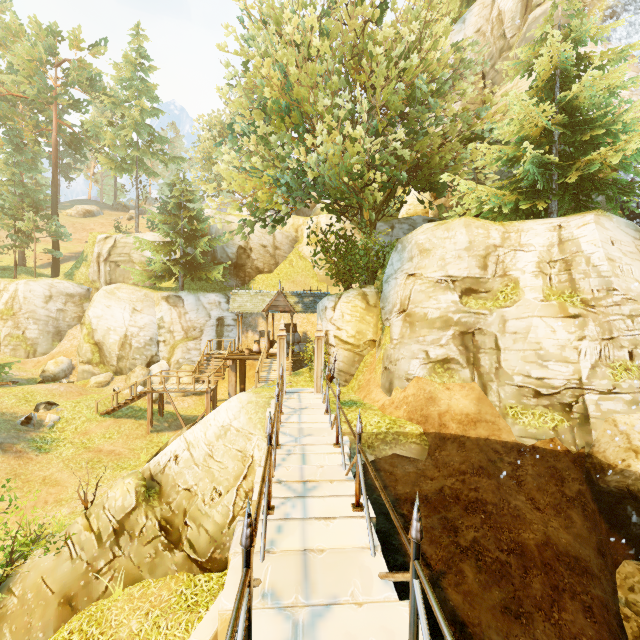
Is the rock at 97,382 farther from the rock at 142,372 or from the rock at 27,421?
the rock at 27,421

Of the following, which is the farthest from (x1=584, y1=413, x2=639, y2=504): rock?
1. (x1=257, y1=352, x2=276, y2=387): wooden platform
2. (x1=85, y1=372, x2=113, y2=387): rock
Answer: (x1=85, y1=372, x2=113, y2=387): rock

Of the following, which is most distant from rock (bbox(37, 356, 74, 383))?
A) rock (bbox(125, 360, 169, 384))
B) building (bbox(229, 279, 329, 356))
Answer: building (bbox(229, 279, 329, 356))

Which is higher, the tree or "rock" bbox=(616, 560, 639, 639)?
the tree

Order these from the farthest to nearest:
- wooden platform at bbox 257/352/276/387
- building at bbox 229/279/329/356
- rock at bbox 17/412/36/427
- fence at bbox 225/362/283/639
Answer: building at bbox 229/279/329/356, wooden platform at bbox 257/352/276/387, rock at bbox 17/412/36/427, fence at bbox 225/362/283/639

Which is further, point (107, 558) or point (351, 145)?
point (351, 145)

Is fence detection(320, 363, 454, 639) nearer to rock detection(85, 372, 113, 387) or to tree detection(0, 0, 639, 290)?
tree detection(0, 0, 639, 290)

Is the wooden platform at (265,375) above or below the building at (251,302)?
below
